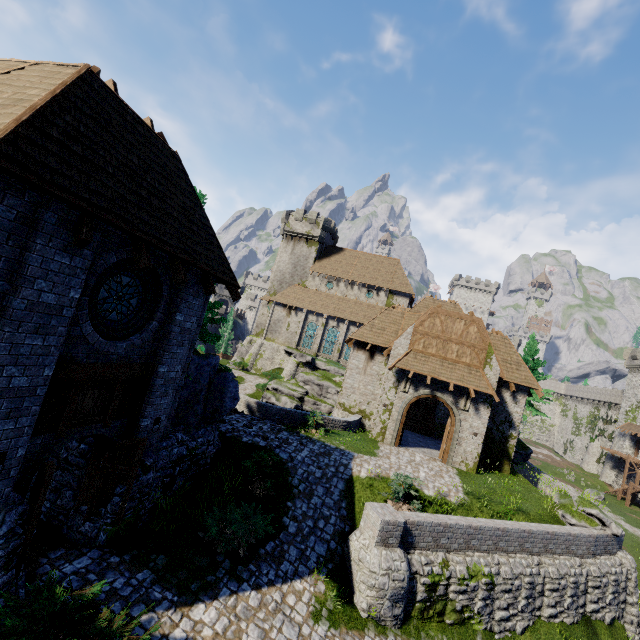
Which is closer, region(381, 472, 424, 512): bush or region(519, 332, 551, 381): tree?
region(381, 472, 424, 512): bush

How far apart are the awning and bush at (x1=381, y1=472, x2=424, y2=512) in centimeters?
644cm

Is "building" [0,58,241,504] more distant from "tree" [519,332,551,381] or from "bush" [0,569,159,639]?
"tree" [519,332,551,381]

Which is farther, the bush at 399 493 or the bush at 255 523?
the bush at 399 493

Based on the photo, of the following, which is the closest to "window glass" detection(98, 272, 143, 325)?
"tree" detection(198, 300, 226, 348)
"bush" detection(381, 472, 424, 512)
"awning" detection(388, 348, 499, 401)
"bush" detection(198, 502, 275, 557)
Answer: "tree" detection(198, 300, 226, 348)

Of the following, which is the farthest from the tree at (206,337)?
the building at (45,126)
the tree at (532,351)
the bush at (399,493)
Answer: the tree at (532,351)

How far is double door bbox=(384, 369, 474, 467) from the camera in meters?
19.0 m

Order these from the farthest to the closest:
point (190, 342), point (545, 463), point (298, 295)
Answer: point (545, 463), point (298, 295), point (190, 342)
